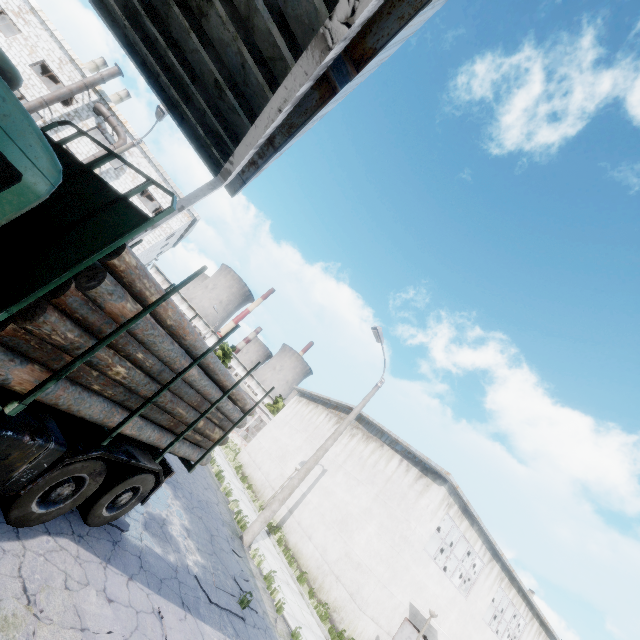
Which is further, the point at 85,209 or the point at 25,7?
the point at 25,7

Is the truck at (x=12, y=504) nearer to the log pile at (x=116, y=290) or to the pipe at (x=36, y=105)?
the log pile at (x=116, y=290)

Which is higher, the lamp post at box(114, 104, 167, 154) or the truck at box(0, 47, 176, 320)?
the lamp post at box(114, 104, 167, 154)

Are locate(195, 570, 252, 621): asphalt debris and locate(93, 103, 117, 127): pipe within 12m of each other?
no

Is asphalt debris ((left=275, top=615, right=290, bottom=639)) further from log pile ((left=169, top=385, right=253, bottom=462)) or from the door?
the door

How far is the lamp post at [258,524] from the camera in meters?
12.6 m

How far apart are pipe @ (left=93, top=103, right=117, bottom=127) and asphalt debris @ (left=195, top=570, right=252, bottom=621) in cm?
2459

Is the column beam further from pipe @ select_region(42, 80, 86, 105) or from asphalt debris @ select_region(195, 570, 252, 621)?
pipe @ select_region(42, 80, 86, 105)
